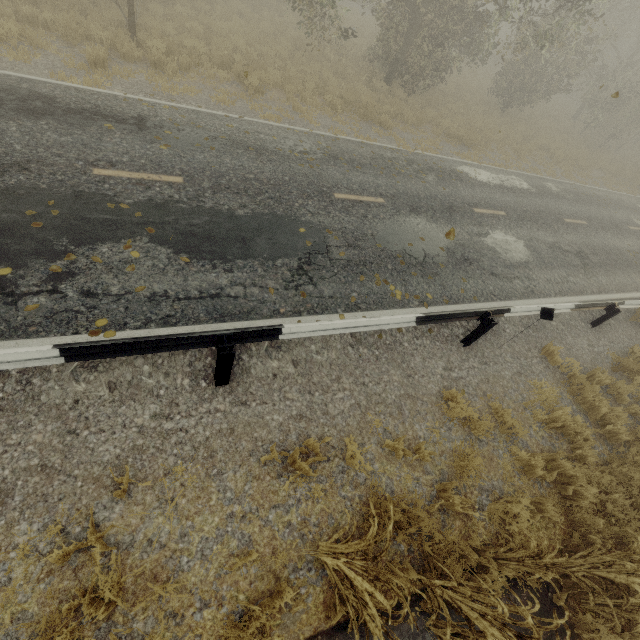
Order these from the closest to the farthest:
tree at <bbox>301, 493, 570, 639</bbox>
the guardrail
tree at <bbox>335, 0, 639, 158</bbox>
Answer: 1. tree at <bbox>301, 493, 570, 639</bbox>
2. the guardrail
3. tree at <bbox>335, 0, 639, 158</bbox>

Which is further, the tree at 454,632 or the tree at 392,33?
the tree at 392,33

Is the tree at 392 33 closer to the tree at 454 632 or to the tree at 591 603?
the tree at 454 632

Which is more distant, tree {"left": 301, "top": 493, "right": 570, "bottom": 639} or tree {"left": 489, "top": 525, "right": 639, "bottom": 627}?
tree {"left": 489, "top": 525, "right": 639, "bottom": 627}

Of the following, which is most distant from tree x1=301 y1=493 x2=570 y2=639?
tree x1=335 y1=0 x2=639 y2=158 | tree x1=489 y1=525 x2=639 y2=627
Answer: tree x1=335 y1=0 x2=639 y2=158

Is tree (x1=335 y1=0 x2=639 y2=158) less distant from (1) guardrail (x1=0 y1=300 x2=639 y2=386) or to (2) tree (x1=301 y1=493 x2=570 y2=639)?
(1) guardrail (x1=0 y1=300 x2=639 y2=386)

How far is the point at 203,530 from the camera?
3.6m

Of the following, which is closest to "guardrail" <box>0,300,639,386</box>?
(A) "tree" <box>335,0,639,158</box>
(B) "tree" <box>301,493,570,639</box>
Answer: (B) "tree" <box>301,493,570,639</box>
